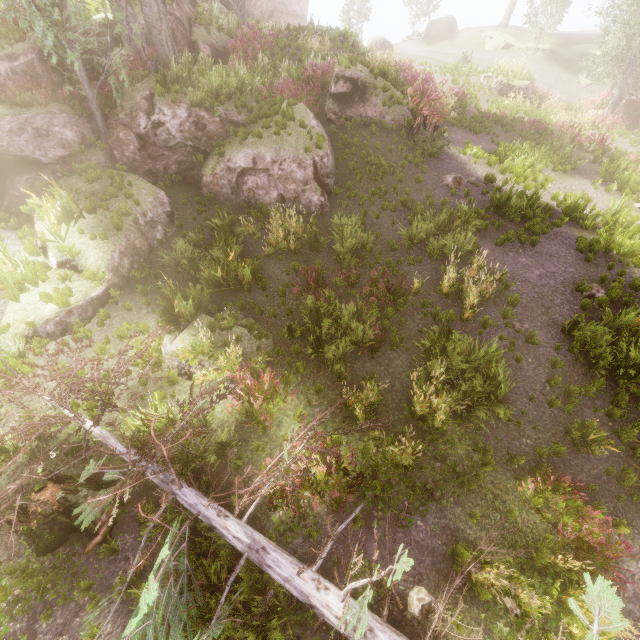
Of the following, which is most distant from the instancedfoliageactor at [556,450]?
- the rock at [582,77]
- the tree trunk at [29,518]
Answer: the tree trunk at [29,518]

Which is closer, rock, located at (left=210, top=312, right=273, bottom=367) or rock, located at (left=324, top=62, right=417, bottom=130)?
Answer: rock, located at (left=210, top=312, right=273, bottom=367)

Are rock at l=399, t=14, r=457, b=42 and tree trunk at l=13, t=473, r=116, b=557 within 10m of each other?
no

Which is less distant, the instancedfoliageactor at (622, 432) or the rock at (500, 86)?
the instancedfoliageactor at (622, 432)

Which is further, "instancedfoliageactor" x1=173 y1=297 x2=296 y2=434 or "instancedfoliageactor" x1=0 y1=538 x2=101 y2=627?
Result: "instancedfoliageactor" x1=173 y1=297 x2=296 y2=434

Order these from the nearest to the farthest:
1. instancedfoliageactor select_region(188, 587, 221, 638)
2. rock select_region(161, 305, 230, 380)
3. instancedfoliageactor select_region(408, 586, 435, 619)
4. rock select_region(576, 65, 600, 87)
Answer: instancedfoliageactor select_region(188, 587, 221, 638) < instancedfoliageactor select_region(408, 586, 435, 619) < rock select_region(161, 305, 230, 380) < rock select_region(576, 65, 600, 87)

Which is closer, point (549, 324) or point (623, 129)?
point (549, 324)

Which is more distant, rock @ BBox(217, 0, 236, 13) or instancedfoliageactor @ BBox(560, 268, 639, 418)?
rock @ BBox(217, 0, 236, 13)
